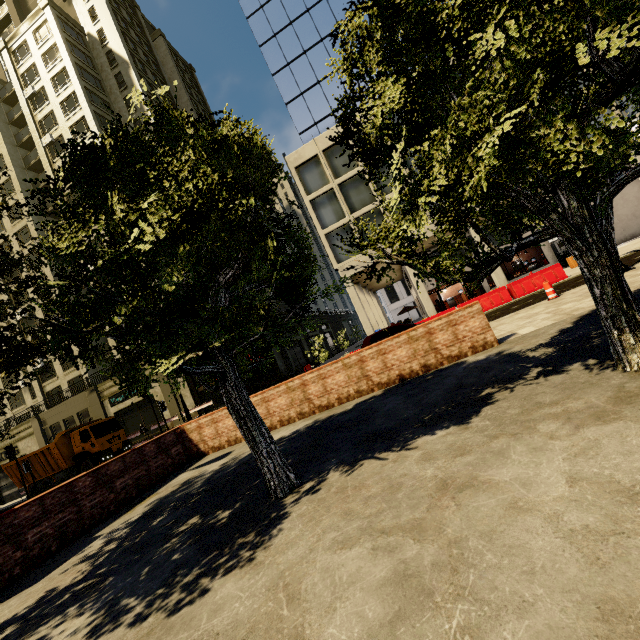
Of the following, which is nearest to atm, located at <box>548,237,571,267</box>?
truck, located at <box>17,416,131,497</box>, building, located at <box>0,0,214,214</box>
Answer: building, located at <box>0,0,214,214</box>

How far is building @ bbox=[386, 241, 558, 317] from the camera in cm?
2330

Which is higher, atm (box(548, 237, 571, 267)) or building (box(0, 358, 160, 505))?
building (box(0, 358, 160, 505))

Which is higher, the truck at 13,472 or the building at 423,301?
the truck at 13,472

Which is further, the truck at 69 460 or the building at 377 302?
the building at 377 302

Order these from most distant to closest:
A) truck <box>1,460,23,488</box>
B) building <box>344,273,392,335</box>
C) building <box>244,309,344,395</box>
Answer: building <box>244,309,344,395</box> < building <box>344,273,392,335</box> < truck <box>1,460,23,488</box>

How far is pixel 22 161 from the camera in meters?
36.8

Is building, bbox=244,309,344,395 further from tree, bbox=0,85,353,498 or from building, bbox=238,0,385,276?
building, bbox=238,0,385,276
